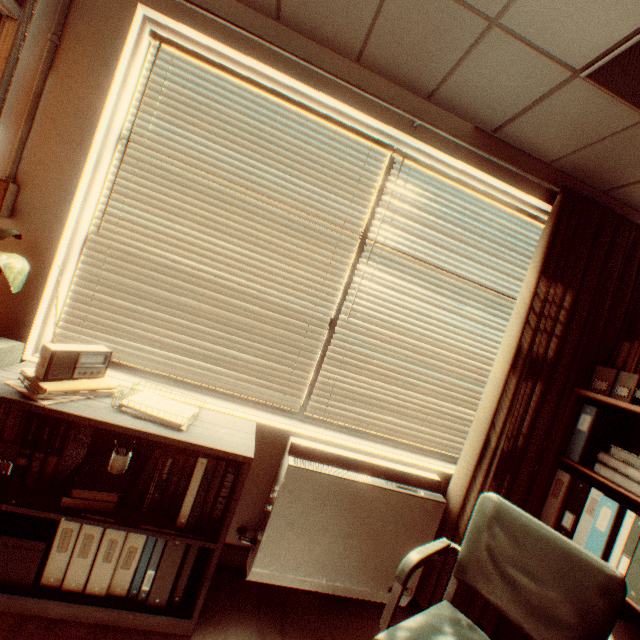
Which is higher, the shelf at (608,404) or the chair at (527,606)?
the shelf at (608,404)

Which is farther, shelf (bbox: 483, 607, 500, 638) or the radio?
shelf (bbox: 483, 607, 500, 638)

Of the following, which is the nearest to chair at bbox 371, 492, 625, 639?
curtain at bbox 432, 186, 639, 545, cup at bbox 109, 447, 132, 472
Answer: curtain at bbox 432, 186, 639, 545

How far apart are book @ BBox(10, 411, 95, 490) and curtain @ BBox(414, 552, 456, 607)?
2.5m

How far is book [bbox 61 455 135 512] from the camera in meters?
1.6 m

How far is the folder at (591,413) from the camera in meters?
2.2

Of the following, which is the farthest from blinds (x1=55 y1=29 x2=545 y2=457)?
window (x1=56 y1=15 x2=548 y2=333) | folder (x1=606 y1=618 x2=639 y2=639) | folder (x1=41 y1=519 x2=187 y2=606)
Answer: folder (x1=606 y1=618 x2=639 y2=639)

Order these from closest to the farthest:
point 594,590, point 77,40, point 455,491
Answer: point 594,590
point 77,40
point 455,491
